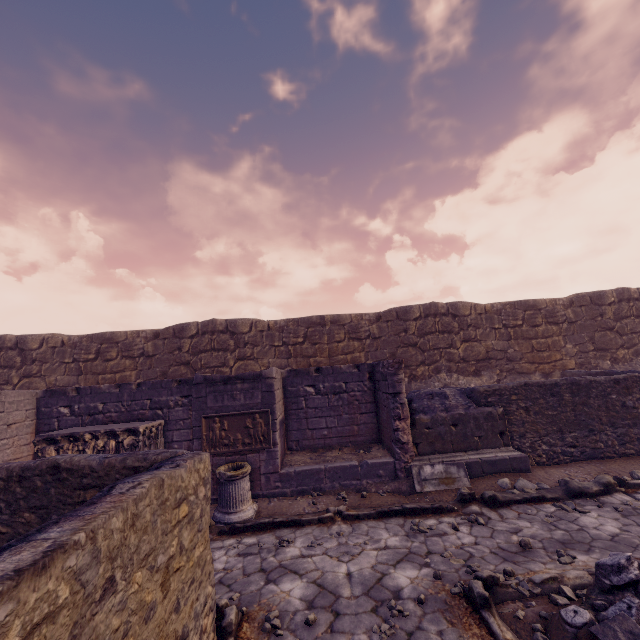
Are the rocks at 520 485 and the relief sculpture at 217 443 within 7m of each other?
yes

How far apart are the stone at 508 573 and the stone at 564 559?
0.62m

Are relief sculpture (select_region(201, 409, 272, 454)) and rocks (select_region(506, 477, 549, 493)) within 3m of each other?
no

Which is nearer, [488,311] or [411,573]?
[411,573]

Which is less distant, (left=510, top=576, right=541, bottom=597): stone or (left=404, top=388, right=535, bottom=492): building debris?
(left=510, top=576, right=541, bottom=597): stone

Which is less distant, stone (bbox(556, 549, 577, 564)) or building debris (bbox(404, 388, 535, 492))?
stone (bbox(556, 549, 577, 564))

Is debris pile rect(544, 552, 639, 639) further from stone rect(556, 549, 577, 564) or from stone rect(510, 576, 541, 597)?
stone rect(556, 549, 577, 564)
